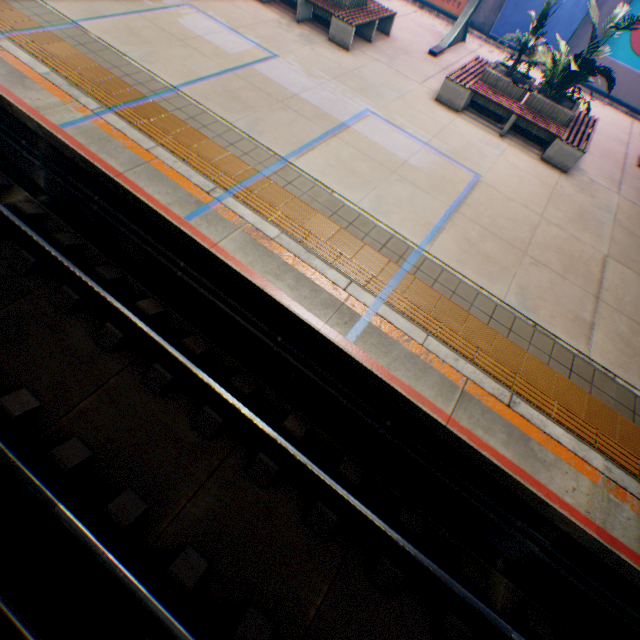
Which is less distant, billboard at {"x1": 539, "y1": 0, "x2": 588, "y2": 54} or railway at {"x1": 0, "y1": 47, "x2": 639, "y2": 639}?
railway at {"x1": 0, "y1": 47, "x2": 639, "y2": 639}

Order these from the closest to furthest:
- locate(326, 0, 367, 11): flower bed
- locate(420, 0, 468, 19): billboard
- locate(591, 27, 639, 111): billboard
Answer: locate(326, 0, 367, 11): flower bed < locate(591, 27, 639, 111): billboard < locate(420, 0, 468, 19): billboard

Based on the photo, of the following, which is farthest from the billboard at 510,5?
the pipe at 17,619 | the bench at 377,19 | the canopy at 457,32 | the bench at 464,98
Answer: the pipe at 17,619

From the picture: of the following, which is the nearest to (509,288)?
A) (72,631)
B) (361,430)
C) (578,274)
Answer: (578,274)

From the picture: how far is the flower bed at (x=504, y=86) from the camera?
8.2 meters

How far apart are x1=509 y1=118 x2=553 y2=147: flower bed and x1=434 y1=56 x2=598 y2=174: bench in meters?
0.0 m

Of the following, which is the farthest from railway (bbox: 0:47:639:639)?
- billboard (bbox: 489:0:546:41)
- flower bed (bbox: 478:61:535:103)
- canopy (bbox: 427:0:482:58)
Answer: billboard (bbox: 489:0:546:41)

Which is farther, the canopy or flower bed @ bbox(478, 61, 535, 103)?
the canopy
